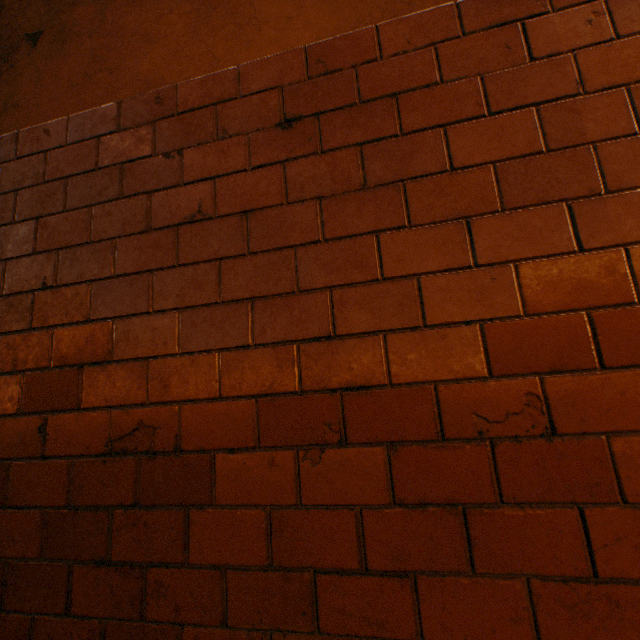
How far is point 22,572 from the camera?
1.0m
